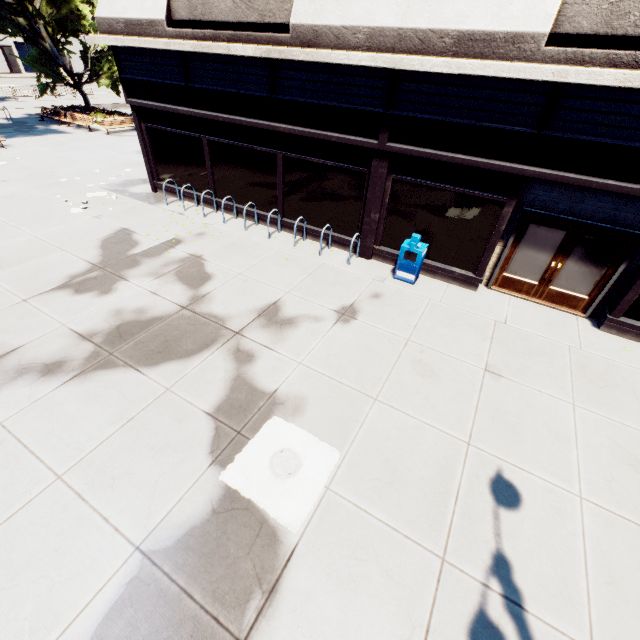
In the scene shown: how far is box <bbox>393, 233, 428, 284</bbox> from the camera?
8.66m

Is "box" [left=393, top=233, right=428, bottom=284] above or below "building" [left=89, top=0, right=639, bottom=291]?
below

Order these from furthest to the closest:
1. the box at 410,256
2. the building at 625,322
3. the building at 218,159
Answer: the box at 410,256, the building at 625,322, the building at 218,159

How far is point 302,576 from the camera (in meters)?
3.89

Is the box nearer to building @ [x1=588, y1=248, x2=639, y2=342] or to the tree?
building @ [x1=588, y1=248, x2=639, y2=342]

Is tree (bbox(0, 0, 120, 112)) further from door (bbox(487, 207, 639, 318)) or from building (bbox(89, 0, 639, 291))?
door (bbox(487, 207, 639, 318))

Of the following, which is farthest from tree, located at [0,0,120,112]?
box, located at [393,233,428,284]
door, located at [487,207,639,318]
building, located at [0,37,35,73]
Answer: building, located at [0,37,35,73]

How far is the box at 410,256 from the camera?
8.7m
